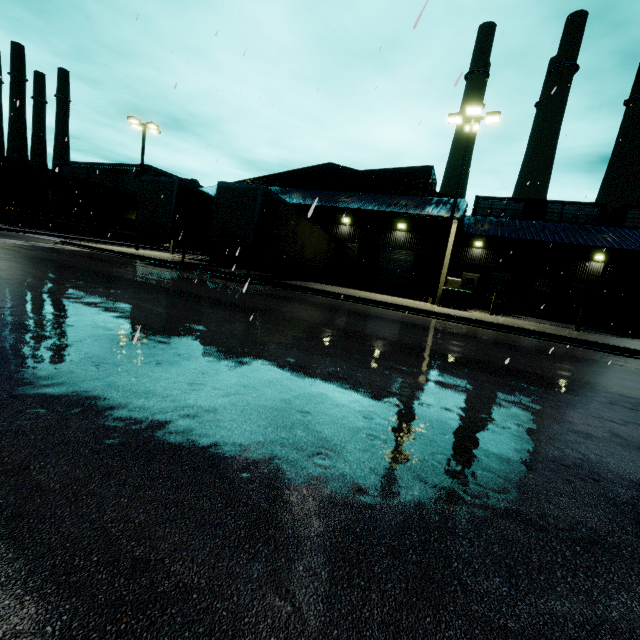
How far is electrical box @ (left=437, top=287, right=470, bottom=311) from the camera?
16.5m

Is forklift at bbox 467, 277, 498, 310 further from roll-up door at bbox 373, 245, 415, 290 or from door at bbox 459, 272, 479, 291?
roll-up door at bbox 373, 245, 415, 290

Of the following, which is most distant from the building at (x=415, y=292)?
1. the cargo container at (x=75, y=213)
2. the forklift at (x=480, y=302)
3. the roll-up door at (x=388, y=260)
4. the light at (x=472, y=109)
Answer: the light at (x=472, y=109)

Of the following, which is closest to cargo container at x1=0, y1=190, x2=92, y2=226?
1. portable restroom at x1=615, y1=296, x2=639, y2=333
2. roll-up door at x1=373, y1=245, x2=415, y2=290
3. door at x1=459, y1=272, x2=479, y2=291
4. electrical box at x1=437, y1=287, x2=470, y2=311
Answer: roll-up door at x1=373, y1=245, x2=415, y2=290

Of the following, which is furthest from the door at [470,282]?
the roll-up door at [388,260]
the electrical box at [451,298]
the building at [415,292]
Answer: the electrical box at [451,298]

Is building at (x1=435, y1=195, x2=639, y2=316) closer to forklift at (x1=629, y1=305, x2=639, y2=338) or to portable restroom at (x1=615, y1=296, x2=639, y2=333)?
portable restroom at (x1=615, y1=296, x2=639, y2=333)

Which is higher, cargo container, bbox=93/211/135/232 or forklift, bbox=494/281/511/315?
cargo container, bbox=93/211/135/232

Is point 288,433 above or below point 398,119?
below
